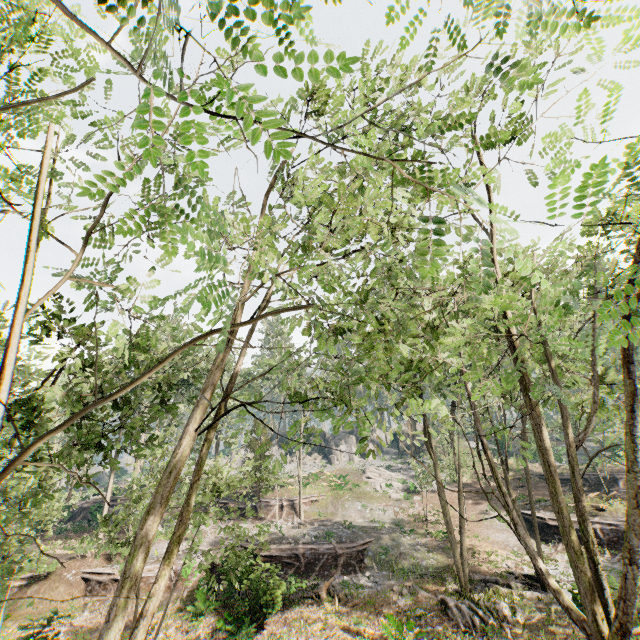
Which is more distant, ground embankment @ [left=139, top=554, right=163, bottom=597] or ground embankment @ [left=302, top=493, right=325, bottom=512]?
ground embankment @ [left=302, top=493, right=325, bottom=512]

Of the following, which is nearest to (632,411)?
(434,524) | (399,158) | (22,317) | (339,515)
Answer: (399,158)

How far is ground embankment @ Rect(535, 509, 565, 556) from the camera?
24.31m

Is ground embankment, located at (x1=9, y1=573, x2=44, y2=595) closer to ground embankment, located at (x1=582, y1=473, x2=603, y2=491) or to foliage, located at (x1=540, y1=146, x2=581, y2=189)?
foliage, located at (x1=540, y1=146, x2=581, y2=189)

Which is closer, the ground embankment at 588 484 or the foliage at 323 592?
the foliage at 323 592

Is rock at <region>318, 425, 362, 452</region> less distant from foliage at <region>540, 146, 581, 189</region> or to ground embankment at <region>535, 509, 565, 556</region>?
foliage at <region>540, 146, 581, 189</region>

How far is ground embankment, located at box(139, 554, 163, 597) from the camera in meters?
20.2 m

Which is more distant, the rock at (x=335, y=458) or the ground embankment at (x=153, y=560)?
the rock at (x=335, y=458)
